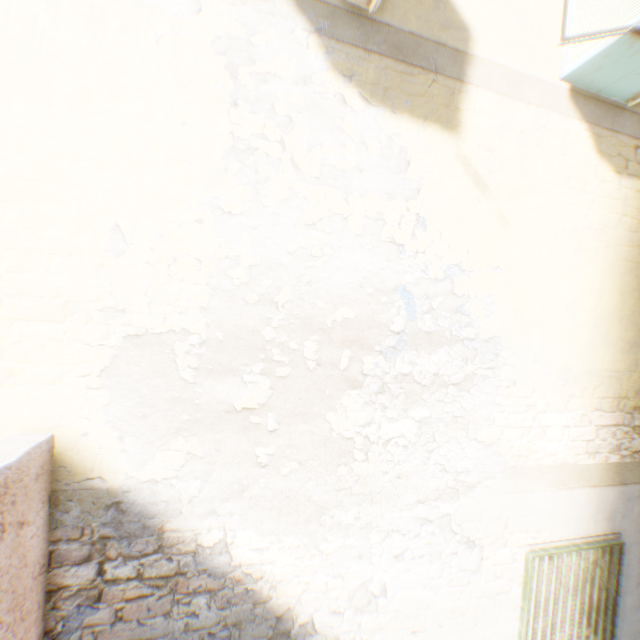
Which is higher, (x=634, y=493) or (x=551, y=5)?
(x=551, y=5)
